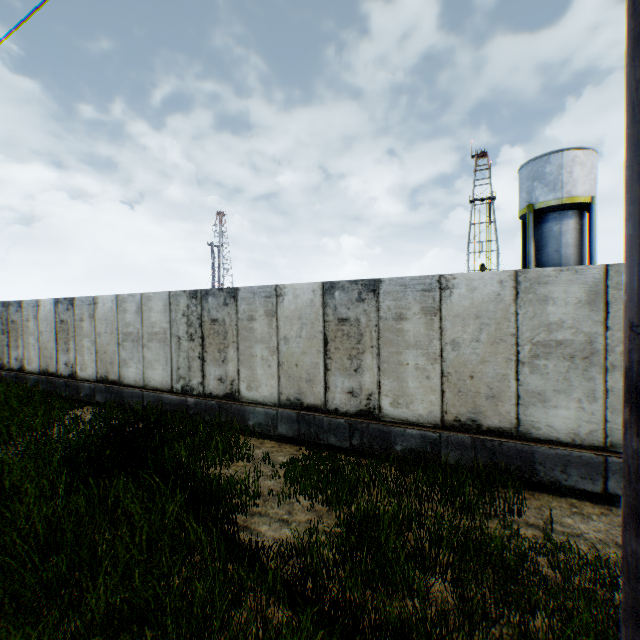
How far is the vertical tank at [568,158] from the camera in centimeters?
1902cm

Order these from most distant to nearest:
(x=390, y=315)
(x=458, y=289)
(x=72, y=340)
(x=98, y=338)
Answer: (x=72, y=340) → (x=98, y=338) → (x=390, y=315) → (x=458, y=289)

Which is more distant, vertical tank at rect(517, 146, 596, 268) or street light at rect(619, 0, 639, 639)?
vertical tank at rect(517, 146, 596, 268)

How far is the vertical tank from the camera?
19.0 meters

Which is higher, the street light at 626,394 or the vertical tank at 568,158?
the vertical tank at 568,158

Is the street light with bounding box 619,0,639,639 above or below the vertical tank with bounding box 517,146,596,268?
below
